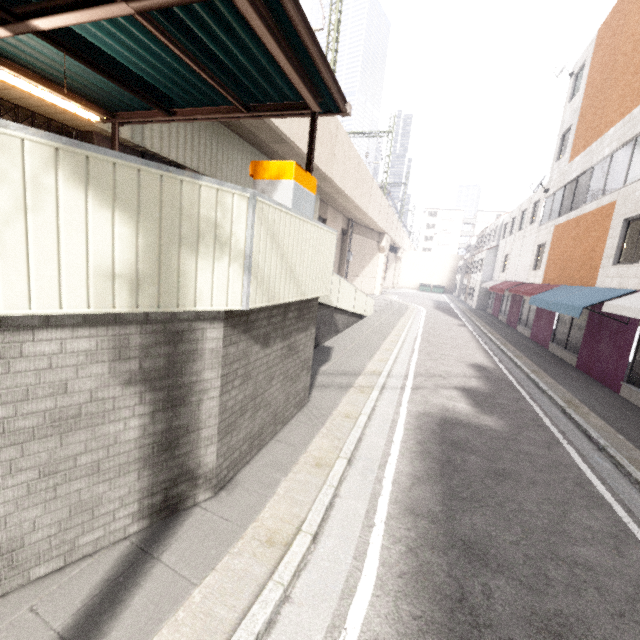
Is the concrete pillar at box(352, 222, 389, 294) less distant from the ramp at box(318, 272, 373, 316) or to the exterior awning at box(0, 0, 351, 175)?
the ramp at box(318, 272, 373, 316)

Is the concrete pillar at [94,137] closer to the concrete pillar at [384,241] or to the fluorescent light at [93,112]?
the fluorescent light at [93,112]

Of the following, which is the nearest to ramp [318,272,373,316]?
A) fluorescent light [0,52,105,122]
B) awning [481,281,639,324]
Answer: fluorescent light [0,52,105,122]

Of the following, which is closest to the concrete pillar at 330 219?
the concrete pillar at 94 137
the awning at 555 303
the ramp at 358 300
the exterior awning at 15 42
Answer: the ramp at 358 300

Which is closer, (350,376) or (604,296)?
(350,376)

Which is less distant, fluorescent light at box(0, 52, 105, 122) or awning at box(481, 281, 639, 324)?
fluorescent light at box(0, 52, 105, 122)

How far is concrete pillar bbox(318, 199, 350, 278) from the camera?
22.1m

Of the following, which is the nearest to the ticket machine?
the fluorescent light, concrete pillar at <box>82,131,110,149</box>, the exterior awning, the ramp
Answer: the exterior awning
